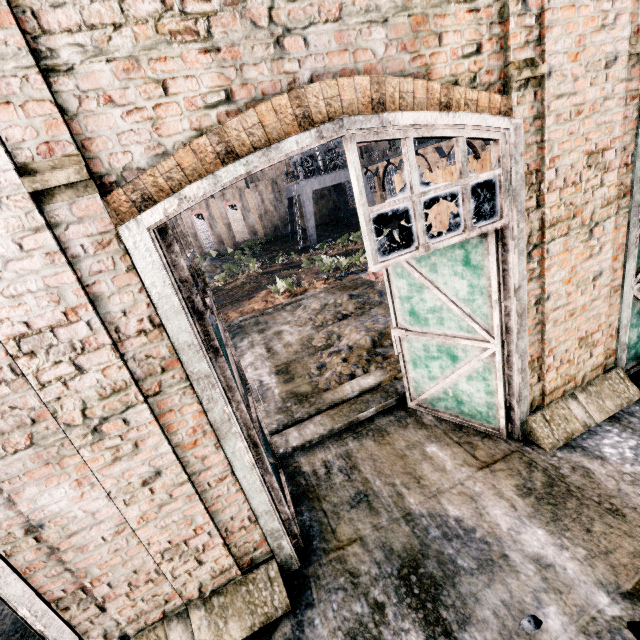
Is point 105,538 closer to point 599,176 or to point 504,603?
point 504,603

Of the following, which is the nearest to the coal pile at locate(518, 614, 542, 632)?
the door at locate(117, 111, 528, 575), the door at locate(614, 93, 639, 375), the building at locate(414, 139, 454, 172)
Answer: the door at locate(117, 111, 528, 575)

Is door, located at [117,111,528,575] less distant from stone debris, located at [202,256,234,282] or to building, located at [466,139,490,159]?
stone debris, located at [202,256,234,282]

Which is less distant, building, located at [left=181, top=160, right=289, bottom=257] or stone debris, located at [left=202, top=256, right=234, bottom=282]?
stone debris, located at [left=202, top=256, right=234, bottom=282]

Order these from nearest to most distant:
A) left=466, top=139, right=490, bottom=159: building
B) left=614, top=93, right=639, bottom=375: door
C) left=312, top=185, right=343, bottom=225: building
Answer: left=614, top=93, right=639, bottom=375: door
left=466, top=139, right=490, bottom=159: building
left=312, top=185, right=343, bottom=225: building

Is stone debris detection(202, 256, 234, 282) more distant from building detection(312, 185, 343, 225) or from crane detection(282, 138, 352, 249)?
crane detection(282, 138, 352, 249)

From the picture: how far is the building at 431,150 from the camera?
33.6 meters

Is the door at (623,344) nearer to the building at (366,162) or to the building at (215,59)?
the building at (215,59)
